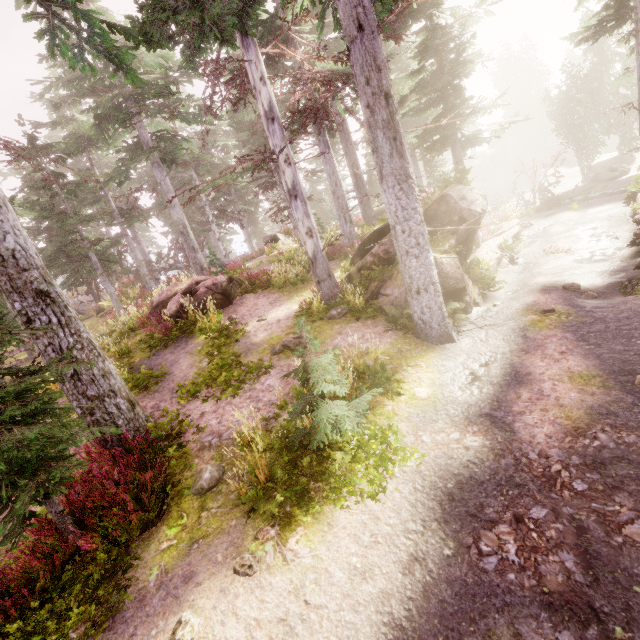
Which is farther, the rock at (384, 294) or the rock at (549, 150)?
the rock at (549, 150)

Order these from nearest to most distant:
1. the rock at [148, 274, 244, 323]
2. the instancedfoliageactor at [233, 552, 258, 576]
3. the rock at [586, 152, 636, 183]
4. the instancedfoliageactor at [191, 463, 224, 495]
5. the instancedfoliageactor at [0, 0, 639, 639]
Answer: A: the instancedfoliageactor at [233, 552, 258, 576], the instancedfoliageactor at [0, 0, 639, 639], the instancedfoliageactor at [191, 463, 224, 495], the rock at [148, 274, 244, 323], the rock at [586, 152, 636, 183]

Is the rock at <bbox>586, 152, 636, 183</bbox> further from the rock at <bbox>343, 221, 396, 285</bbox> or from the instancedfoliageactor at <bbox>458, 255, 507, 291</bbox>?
the rock at <bbox>343, 221, 396, 285</bbox>

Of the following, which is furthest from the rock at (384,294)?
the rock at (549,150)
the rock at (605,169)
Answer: the rock at (549,150)

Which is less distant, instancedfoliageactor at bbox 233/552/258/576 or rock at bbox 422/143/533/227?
instancedfoliageactor at bbox 233/552/258/576

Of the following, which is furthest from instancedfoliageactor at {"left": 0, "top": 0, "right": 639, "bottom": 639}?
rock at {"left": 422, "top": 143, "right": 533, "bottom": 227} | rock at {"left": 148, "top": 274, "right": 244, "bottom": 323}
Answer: rock at {"left": 148, "top": 274, "right": 244, "bottom": 323}

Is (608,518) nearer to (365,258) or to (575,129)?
(365,258)

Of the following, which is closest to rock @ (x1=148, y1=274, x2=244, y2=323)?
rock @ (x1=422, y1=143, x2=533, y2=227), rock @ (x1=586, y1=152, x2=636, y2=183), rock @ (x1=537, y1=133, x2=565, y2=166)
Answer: rock @ (x1=422, y1=143, x2=533, y2=227)
